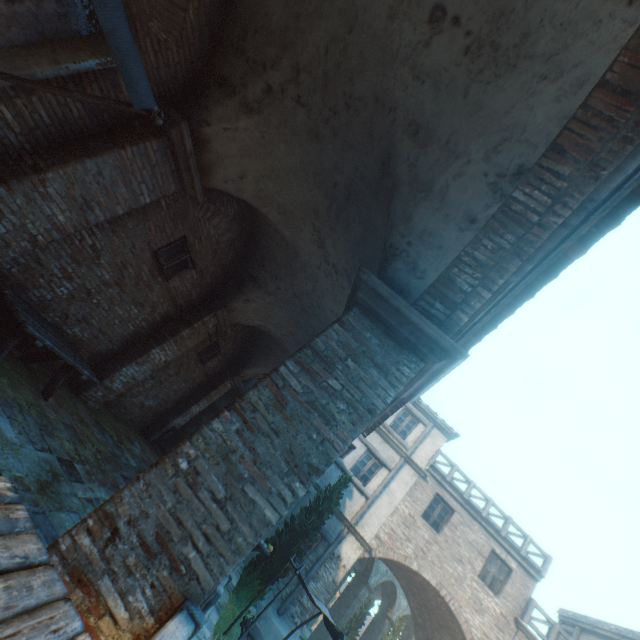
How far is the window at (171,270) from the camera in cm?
699

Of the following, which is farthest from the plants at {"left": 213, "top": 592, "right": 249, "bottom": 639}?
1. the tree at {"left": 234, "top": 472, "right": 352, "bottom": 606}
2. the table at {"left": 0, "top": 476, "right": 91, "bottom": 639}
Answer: the table at {"left": 0, "top": 476, "right": 91, "bottom": 639}

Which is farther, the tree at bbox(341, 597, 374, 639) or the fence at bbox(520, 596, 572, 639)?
the tree at bbox(341, 597, 374, 639)

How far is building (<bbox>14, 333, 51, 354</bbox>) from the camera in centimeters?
605cm

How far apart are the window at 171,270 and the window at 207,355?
4.0m

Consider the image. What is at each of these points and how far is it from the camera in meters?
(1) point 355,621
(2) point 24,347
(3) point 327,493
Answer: (1) tree, 20.2 m
(2) building, 6.2 m
(3) tree, 11.8 m

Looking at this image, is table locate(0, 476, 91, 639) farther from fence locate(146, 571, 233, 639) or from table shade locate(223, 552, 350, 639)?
table shade locate(223, 552, 350, 639)
